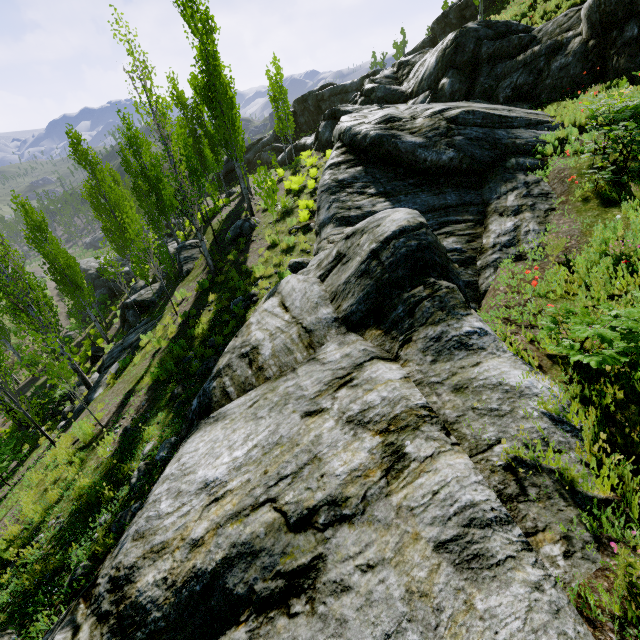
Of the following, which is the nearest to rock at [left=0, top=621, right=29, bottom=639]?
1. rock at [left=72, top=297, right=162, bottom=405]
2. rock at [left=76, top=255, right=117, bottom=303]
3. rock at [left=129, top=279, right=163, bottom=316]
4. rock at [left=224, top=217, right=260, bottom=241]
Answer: rock at [left=224, top=217, right=260, bottom=241]

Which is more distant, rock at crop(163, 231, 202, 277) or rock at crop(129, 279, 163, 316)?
rock at crop(129, 279, 163, 316)

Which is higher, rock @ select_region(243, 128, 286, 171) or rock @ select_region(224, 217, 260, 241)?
rock @ select_region(243, 128, 286, 171)

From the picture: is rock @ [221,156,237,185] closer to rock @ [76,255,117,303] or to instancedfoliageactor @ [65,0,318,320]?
instancedfoliageactor @ [65,0,318,320]

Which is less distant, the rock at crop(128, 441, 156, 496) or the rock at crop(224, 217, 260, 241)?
the rock at crop(128, 441, 156, 496)

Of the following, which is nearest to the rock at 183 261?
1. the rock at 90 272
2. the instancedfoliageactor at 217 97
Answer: the instancedfoliageactor at 217 97

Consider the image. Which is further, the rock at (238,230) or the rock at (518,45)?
the rock at (238,230)

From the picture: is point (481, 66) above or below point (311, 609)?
above
